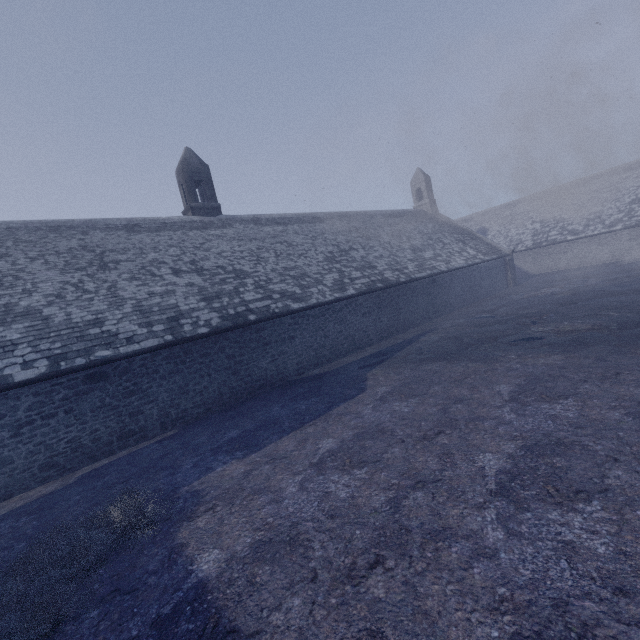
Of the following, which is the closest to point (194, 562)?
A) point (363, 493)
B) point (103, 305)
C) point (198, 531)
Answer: point (198, 531)
